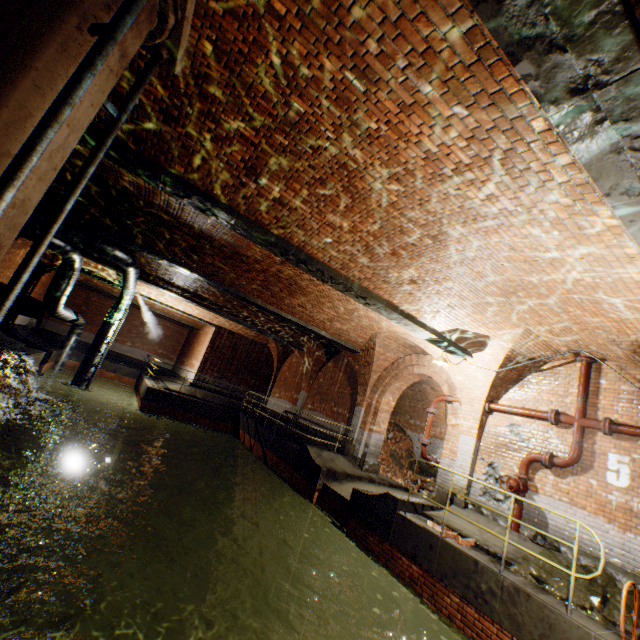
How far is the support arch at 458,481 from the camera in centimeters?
866cm

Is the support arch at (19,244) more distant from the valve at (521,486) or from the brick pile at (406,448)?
the valve at (521,486)

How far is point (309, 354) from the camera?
17.3 meters

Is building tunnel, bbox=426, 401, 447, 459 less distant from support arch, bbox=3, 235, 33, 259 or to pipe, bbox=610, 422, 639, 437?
pipe, bbox=610, 422, 639, 437

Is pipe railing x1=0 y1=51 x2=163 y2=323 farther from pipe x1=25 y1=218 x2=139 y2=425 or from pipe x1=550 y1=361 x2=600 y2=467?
pipe x1=550 y1=361 x2=600 y2=467

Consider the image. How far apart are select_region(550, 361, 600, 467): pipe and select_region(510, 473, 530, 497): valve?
0.58m

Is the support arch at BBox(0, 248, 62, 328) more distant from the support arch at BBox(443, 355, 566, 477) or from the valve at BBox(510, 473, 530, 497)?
the valve at BBox(510, 473, 530, 497)

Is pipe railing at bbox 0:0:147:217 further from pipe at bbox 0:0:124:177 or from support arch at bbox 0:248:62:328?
support arch at bbox 0:248:62:328
